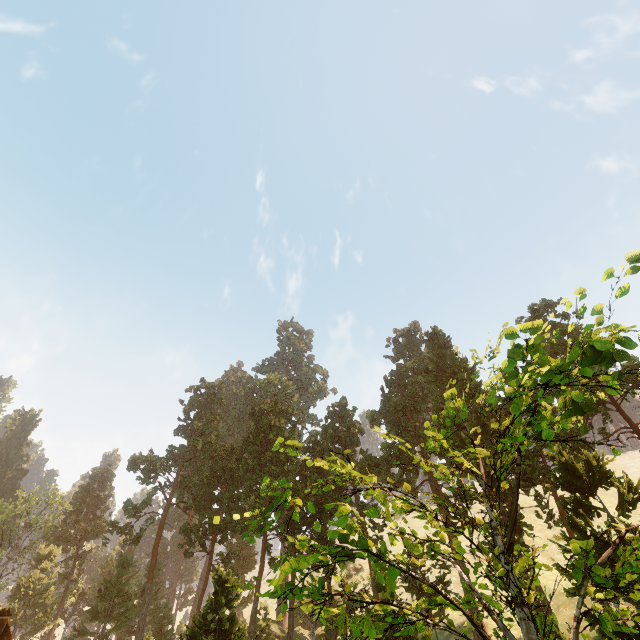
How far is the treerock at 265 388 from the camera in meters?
58.0

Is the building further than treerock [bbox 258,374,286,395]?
No

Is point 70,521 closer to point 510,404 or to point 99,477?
point 99,477

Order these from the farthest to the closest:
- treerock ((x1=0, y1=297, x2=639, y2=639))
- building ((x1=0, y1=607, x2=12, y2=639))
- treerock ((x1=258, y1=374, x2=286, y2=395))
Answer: treerock ((x1=258, y1=374, x2=286, y2=395)) → building ((x1=0, y1=607, x2=12, y2=639)) → treerock ((x1=0, y1=297, x2=639, y2=639))

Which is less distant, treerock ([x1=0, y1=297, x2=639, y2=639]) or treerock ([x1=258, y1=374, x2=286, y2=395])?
treerock ([x1=0, y1=297, x2=639, y2=639])

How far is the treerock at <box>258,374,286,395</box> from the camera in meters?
58.0 m

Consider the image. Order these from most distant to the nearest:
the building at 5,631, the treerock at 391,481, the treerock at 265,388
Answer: the treerock at 265,388 → the building at 5,631 → the treerock at 391,481
